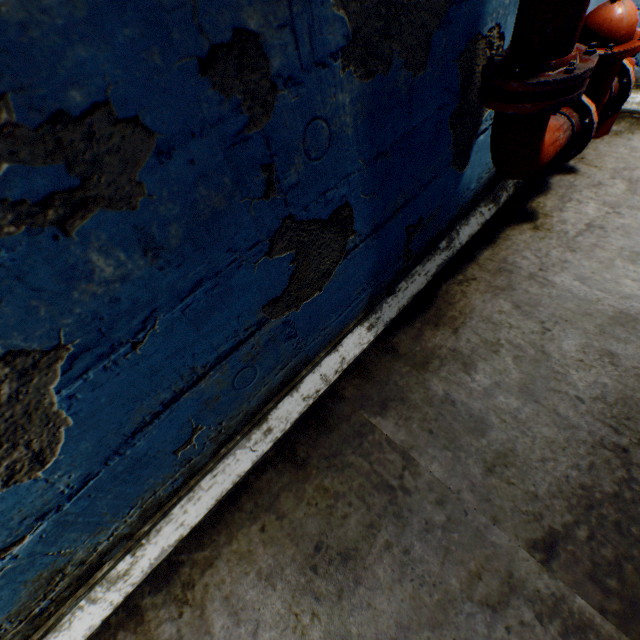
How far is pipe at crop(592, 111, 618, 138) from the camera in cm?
236

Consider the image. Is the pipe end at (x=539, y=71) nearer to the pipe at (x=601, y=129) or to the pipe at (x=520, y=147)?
the pipe at (x=520, y=147)

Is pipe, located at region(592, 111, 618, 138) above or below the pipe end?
below

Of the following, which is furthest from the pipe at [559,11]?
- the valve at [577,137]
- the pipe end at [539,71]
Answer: the valve at [577,137]

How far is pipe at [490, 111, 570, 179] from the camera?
1.35m

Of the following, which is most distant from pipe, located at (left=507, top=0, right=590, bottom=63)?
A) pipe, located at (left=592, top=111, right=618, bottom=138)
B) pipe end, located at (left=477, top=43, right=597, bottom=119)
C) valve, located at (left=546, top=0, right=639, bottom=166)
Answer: pipe, located at (left=592, top=111, right=618, bottom=138)

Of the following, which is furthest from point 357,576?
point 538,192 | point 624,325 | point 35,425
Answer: point 538,192

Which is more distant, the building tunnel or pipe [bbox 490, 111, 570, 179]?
pipe [bbox 490, 111, 570, 179]
